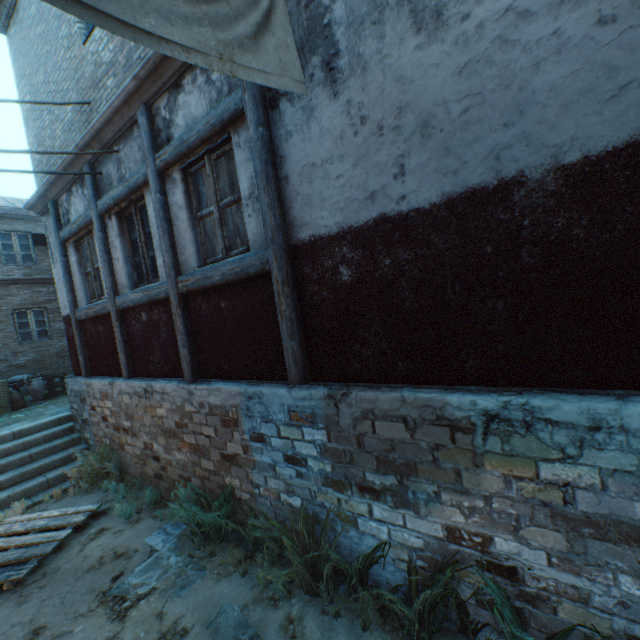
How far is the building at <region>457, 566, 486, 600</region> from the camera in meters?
2.4 m

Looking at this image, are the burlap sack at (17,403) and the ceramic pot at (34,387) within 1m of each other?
yes

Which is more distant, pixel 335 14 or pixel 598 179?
pixel 335 14

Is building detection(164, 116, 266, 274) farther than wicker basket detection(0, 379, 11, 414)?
No

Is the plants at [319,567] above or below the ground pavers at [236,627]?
above

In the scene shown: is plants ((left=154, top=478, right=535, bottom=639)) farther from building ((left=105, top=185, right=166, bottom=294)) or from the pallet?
the pallet

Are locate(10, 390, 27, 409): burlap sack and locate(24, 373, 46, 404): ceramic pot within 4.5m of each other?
yes
